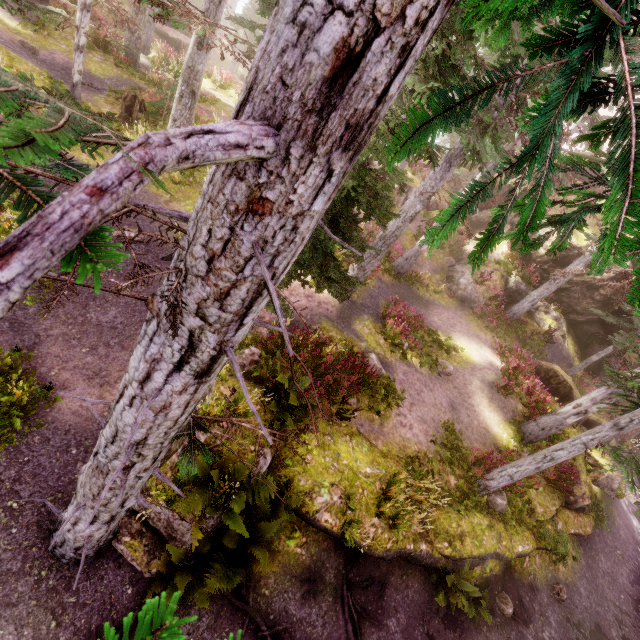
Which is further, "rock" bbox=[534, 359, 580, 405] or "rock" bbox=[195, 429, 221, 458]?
"rock" bbox=[534, 359, 580, 405]

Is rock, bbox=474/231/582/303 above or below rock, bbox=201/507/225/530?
above

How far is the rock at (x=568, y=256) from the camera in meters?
20.3 m

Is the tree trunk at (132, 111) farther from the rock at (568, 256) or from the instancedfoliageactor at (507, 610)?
the rock at (568, 256)

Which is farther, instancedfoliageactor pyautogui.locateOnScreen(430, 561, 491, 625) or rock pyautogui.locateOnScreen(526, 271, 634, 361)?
rock pyautogui.locateOnScreen(526, 271, 634, 361)

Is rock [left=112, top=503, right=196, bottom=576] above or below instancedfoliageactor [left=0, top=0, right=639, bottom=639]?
below

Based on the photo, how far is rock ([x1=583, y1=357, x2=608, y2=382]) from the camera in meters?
20.9 m

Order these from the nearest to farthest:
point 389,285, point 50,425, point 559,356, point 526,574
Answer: point 50,425 → point 526,574 → point 389,285 → point 559,356
